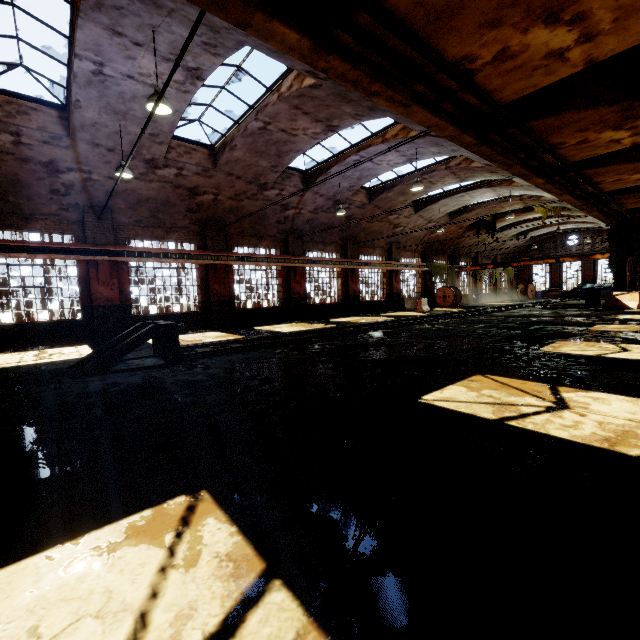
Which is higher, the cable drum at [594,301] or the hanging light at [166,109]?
the hanging light at [166,109]

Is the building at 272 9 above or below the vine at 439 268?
above

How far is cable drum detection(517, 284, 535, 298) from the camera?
39.69m

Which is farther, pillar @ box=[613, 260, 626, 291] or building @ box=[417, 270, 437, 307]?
building @ box=[417, 270, 437, 307]

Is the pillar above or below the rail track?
above

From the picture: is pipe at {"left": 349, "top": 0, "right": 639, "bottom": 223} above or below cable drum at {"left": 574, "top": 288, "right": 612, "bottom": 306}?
above

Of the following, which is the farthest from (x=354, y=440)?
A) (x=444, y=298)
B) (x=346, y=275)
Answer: (x=444, y=298)

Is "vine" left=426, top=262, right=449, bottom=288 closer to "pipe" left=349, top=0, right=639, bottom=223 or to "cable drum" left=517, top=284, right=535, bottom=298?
"pipe" left=349, top=0, right=639, bottom=223
